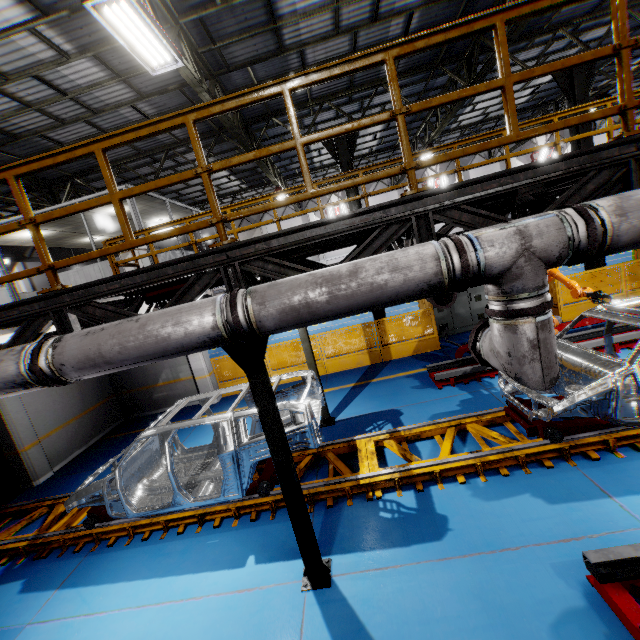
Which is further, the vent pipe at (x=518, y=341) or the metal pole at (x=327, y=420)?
the metal pole at (x=327, y=420)

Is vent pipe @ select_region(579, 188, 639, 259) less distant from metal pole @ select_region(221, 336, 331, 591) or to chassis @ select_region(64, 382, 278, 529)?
metal pole @ select_region(221, 336, 331, 591)

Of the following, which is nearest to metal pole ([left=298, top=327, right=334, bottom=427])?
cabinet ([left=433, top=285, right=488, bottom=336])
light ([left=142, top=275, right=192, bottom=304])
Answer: light ([left=142, top=275, right=192, bottom=304])

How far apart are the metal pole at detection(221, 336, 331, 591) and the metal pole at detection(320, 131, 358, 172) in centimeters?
805cm

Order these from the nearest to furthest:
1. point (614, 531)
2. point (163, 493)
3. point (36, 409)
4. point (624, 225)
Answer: point (624, 225)
point (614, 531)
point (163, 493)
point (36, 409)

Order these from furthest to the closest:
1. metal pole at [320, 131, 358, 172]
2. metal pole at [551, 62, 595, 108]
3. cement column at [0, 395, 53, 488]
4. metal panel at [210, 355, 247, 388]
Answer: metal panel at [210, 355, 247, 388]
metal pole at [320, 131, 358, 172]
metal pole at [551, 62, 595, 108]
cement column at [0, 395, 53, 488]

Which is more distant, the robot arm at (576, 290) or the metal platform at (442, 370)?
the metal platform at (442, 370)

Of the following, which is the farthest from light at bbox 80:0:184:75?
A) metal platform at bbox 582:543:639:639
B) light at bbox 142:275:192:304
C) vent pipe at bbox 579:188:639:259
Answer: metal platform at bbox 582:543:639:639
